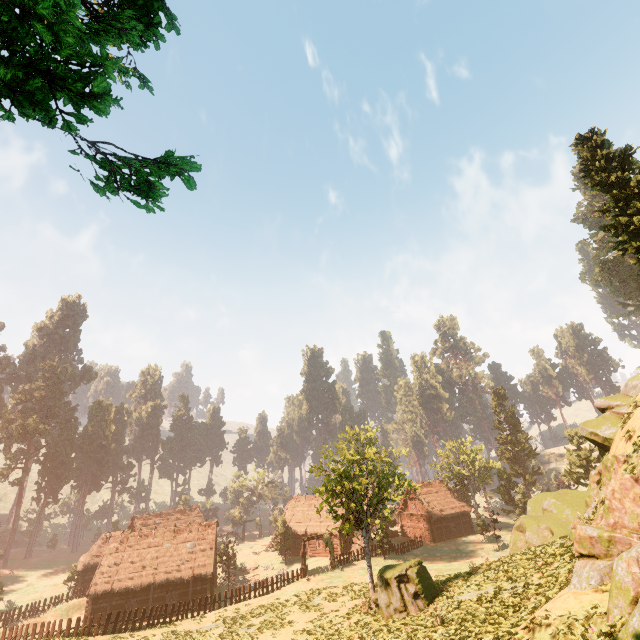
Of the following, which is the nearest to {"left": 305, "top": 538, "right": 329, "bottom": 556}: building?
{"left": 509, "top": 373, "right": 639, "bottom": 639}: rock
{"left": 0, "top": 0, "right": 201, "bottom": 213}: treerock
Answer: {"left": 0, "top": 0, "right": 201, "bottom": 213}: treerock

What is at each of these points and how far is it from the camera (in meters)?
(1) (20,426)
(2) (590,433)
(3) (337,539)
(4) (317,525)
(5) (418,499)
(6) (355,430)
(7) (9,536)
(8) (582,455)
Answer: (1) treerock, 57.75
(2) rock, 19.17
(3) building, 46.41
(4) building, 49.28
(5) building, 52.12
(6) treerock, 46.41
(7) treerock, 55.47
(8) treerock, 43.97

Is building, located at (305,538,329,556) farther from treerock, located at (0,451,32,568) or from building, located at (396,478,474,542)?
building, located at (396,478,474,542)

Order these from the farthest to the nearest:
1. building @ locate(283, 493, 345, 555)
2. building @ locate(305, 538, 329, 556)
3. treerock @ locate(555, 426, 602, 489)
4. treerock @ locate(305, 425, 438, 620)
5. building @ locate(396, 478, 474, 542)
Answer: building @ locate(396, 478, 474, 542) → building @ locate(283, 493, 345, 555) → building @ locate(305, 538, 329, 556) → treerock @ locate(555, 426, 602, 489) → treerock @ locate(305, 425, 438, 620)

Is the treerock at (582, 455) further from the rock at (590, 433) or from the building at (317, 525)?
the rock at (590, 433)

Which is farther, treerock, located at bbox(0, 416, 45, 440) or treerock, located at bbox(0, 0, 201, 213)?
treerock, located at bbox(0, 416, 45, 440)

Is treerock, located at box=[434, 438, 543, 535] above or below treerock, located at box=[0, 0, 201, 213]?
below

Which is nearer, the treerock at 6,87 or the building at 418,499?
the treerock at 6,87
